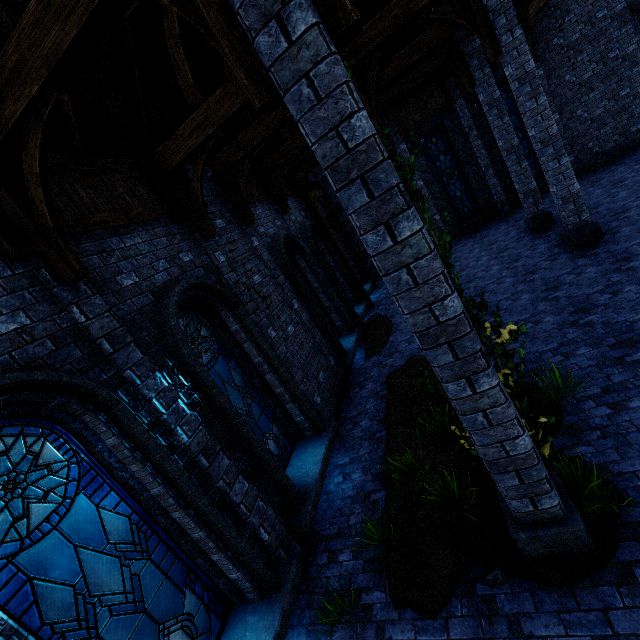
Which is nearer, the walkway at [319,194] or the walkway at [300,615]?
the walkway at [300,615]

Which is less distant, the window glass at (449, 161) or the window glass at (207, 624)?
the window glass at (207, 624)

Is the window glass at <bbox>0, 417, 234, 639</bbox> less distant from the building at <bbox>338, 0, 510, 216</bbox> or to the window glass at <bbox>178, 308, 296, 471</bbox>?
the building at <bbox>338, 0, 510, 216</bbox>

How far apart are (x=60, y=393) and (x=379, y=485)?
4.9m

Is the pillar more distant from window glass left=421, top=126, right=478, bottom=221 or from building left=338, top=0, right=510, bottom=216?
window glass left=421, top=126, right=478, bottom=221

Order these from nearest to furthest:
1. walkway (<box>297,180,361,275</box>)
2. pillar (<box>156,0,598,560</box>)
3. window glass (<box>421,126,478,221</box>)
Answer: pillar (<box>156,0,598,560</box>) < walkway (<box>297,180,361,275</box>) < window glass (<box>421,126,478,221</box>)

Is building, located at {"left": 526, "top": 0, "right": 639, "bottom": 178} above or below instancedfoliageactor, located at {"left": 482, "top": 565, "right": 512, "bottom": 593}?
above

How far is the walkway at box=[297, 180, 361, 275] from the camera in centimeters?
1351cm
